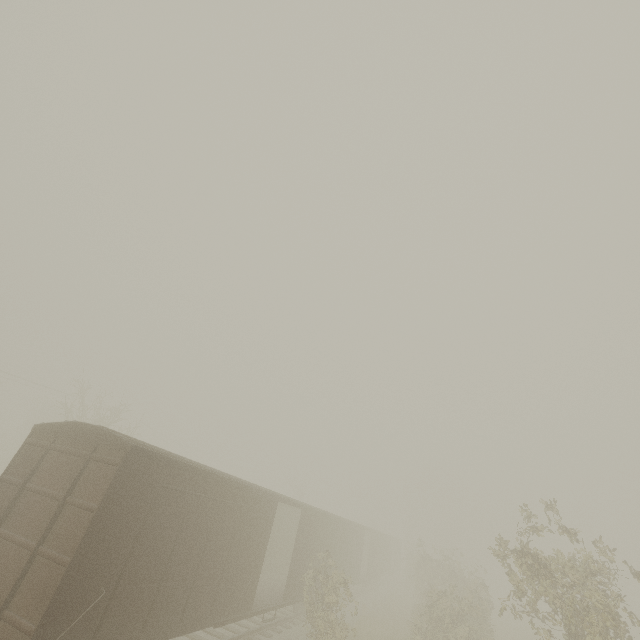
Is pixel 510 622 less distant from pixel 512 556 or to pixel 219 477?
pixel 512 556
